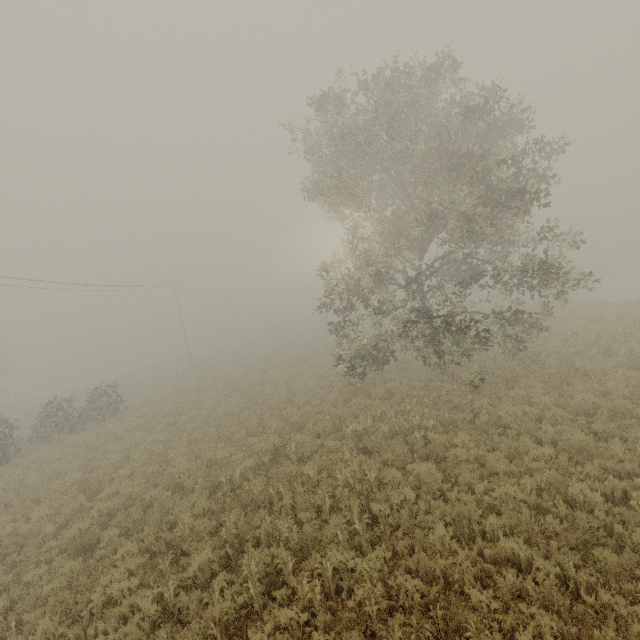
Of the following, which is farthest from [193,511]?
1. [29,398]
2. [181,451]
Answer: [29,398]

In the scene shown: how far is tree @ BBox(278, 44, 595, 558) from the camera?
10.86m

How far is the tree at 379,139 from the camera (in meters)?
10.86
